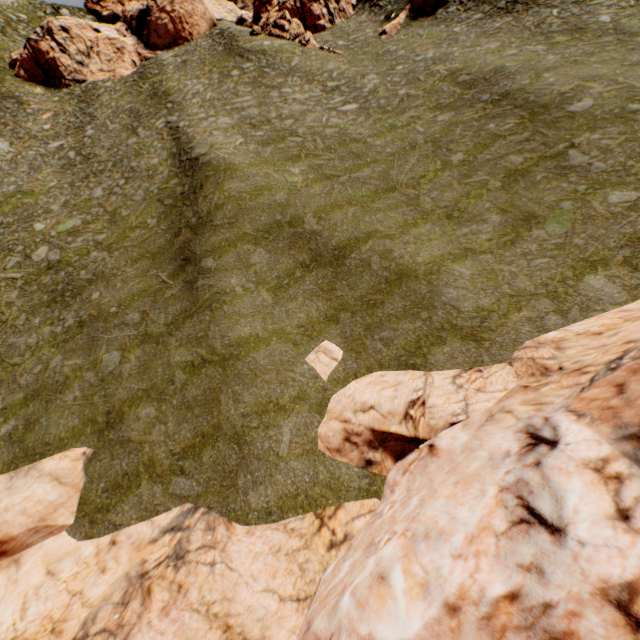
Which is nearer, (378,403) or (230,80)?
(378,403)

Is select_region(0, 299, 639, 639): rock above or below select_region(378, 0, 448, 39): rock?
below

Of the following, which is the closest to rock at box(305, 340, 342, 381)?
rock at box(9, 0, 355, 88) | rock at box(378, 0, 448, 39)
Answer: rock at box(9, 0, 355, 88)

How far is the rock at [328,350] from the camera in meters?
12.3 m

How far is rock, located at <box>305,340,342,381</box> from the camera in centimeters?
1233cm

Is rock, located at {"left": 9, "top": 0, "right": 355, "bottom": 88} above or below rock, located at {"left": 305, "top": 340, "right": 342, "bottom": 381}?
above

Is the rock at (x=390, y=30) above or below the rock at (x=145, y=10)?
below
